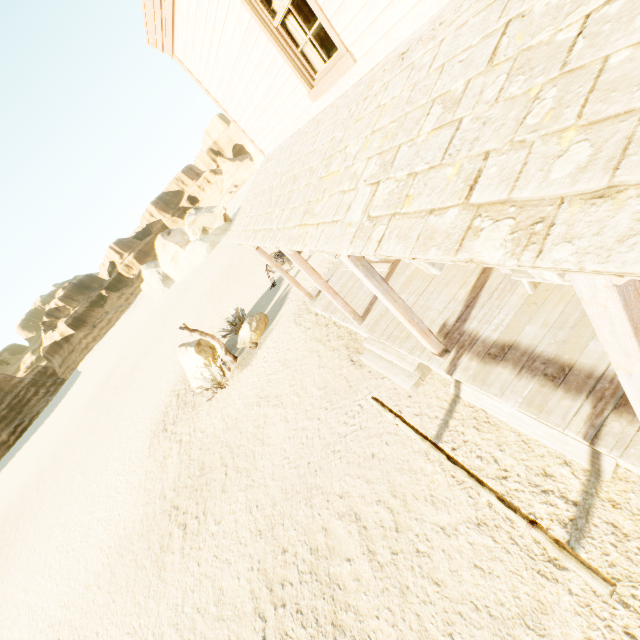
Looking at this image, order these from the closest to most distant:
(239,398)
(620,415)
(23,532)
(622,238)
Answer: (622,238) → (620,415) → (239,398) → (23,532)

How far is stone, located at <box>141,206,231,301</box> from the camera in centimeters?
3941cm

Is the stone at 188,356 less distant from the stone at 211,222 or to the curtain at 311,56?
the curtain at 311,56

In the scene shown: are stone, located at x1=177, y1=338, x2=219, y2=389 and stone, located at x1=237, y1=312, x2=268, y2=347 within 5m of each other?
yes

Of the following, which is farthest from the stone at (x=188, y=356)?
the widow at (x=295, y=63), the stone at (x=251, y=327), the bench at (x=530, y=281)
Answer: the bench at (x=530, y=281)

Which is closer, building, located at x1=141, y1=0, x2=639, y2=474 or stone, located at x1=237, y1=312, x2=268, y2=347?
building, located at x1=141, y1=0, x2=639, y2=474

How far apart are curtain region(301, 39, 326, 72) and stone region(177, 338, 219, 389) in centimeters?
962cm

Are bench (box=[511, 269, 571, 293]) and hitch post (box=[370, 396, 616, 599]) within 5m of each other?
yes
